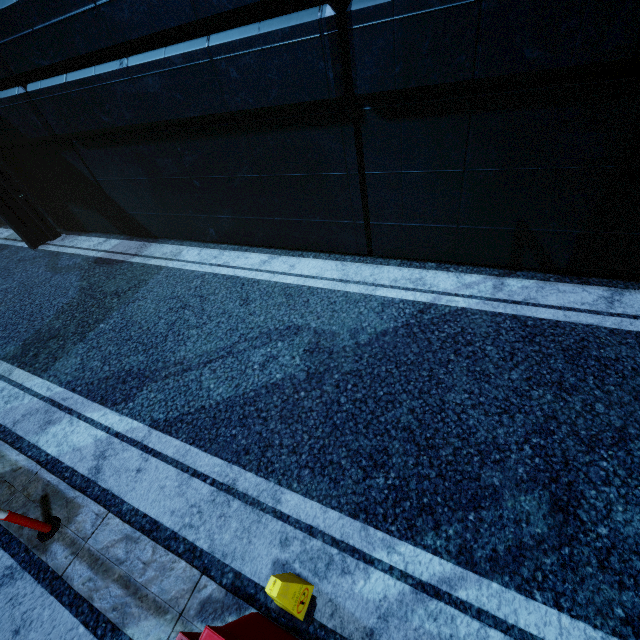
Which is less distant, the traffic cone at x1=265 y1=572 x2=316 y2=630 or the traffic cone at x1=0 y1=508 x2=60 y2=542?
the traffic cone at x1=265 y1=572 x2=316 y2=630

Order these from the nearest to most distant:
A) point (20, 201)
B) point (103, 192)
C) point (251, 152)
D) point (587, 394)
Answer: point (587, 394) → point (251, 152) → point (103, 192) → point (20, 201)

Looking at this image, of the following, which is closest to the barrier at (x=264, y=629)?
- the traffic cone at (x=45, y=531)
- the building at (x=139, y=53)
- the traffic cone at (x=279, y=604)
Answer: → the traffic cone at (x=279, y=604)

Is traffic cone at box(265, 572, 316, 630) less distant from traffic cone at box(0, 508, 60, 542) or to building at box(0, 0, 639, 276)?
traffic cone at box(0, 508, 60, 542)

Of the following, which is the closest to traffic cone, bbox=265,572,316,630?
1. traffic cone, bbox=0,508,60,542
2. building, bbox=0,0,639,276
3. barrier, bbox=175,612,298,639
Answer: barrier, bbox=175,612,298,639

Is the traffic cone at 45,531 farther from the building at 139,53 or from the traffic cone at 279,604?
the building at 139,53

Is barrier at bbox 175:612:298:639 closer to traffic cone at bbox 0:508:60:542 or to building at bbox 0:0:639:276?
traffic cone at bbox 0:508:60:542
